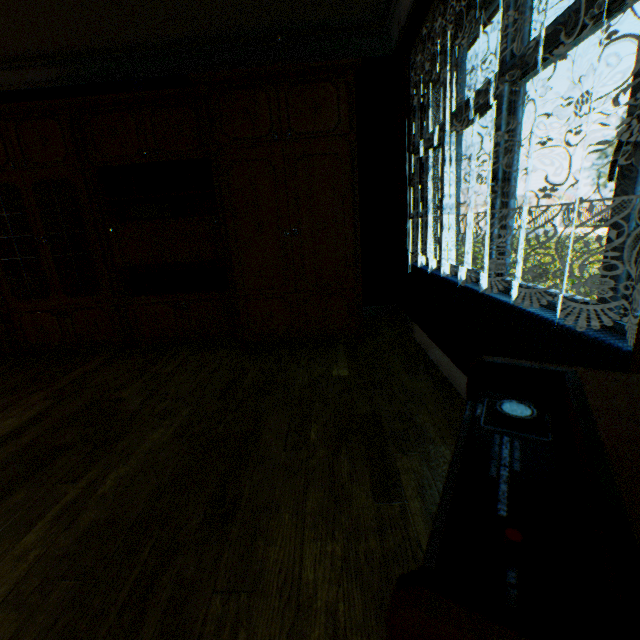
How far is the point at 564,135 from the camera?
50.3 meters

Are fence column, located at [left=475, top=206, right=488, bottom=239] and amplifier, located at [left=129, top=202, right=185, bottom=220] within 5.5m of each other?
no

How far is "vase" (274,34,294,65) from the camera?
2.99m

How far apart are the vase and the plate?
2.50m

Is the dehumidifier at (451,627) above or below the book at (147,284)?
above

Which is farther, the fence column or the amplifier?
the fence column

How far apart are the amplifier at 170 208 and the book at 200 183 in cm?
12

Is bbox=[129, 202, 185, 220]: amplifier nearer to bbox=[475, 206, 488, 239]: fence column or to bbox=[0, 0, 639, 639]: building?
bbox=[0, 0, 639, 639]: building
